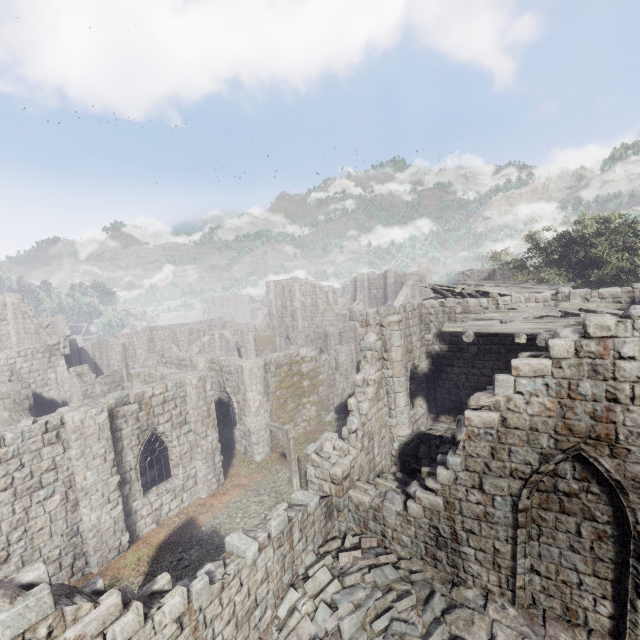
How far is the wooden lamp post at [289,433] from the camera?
12.0m

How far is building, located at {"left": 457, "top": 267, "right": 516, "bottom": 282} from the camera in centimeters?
3150cm

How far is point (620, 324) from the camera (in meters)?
6.16

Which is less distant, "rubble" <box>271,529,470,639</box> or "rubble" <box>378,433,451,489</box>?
"rubble" <box>271,529,470,639</box>

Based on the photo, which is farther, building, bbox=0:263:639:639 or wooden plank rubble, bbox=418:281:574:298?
wooden plank rubble, bbox=418:281:574:298

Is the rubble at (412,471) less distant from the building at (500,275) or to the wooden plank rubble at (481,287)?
the building at (500,275)

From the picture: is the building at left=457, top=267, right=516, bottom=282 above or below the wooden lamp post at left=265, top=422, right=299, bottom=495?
above

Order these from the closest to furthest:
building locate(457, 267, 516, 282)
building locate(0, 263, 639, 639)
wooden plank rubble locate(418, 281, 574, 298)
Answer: building locate(0, 263, 639, 639) < wooden plank rubble locate(418, 281, 574, 298) < building locate(457, 267, 516, 282)
